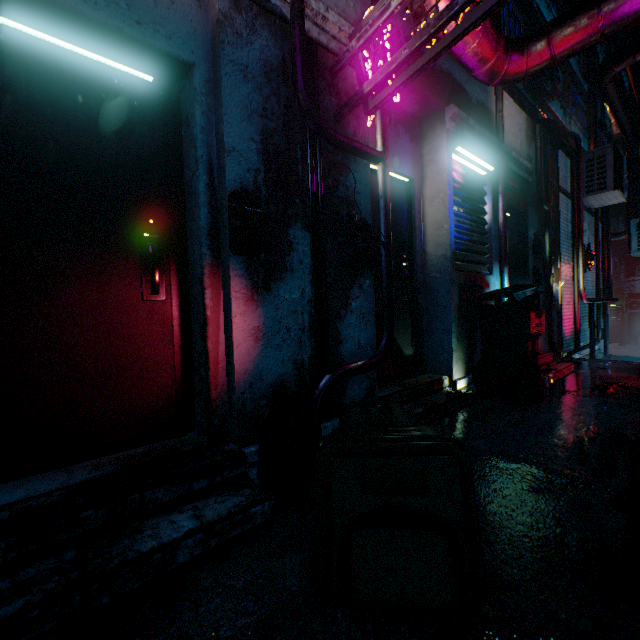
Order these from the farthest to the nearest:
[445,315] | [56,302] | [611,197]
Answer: [611,197] → [445,315] → [56,302]

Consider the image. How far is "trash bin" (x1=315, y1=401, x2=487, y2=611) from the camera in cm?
104

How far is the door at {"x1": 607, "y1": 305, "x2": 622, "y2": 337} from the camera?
20.11m

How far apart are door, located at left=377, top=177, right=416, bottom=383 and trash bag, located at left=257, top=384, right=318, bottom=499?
1.0 meters

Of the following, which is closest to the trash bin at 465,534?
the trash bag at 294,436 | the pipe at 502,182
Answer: the trash bag at 294,436

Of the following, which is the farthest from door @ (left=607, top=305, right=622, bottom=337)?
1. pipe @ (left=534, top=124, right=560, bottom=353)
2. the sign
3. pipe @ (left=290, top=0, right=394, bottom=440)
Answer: pipe @ (left=290, top=0, right=394, bottom=440)

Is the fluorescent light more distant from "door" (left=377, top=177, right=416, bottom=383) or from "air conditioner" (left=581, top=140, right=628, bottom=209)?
"air conditioner" (left=581, top=140, right=628, bottom=209)

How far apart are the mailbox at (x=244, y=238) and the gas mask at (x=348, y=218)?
0.52m
